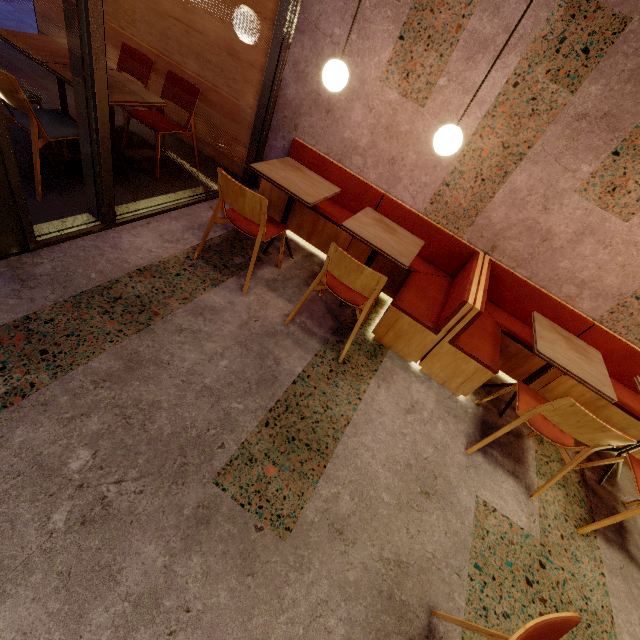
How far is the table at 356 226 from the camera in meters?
2.6

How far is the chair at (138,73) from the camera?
3.45m

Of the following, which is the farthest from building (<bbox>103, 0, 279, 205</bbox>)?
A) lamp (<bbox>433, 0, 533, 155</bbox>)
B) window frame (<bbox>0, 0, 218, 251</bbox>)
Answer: lamp (<bbox>433, 0, 533, 155</bbox>)

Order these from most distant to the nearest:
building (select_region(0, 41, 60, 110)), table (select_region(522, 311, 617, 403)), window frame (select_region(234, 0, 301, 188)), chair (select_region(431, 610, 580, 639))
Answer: building (select_region(0, 41, 60, 110)) < window frame (select_region(234, 0, 301, 188)) < table (select_region(522, 311, 617, 403)) < chair (select_region(431, 610, 580, 639))

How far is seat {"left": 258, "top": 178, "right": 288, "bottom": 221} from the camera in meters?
3.5

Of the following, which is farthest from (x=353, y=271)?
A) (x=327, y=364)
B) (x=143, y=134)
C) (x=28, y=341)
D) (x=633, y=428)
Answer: (x=143, y=134)

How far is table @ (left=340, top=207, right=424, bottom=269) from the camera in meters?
2.6 m

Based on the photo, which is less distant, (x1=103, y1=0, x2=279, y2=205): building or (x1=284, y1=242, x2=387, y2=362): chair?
(x1=284, y1=242, x2=387, y2=362): chair
